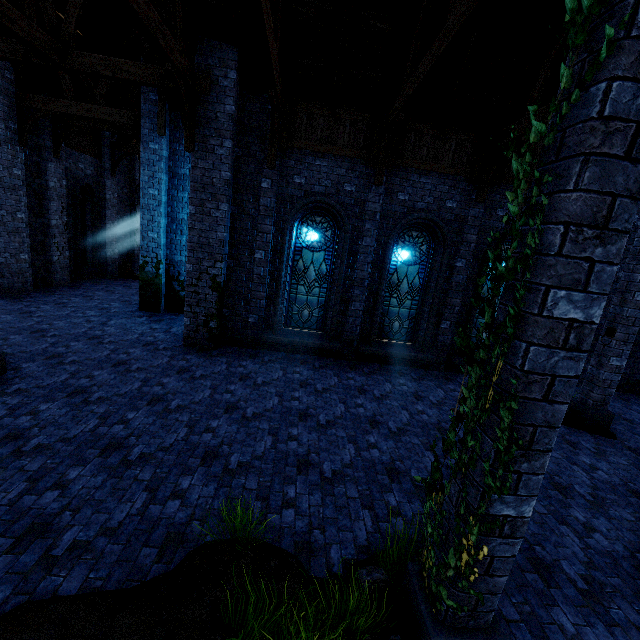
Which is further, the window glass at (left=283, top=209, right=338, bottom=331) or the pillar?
the window glass at (left=283, top=209, right=338, bottom=331)

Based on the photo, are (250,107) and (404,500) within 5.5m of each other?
no

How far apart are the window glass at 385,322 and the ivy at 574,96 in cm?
722

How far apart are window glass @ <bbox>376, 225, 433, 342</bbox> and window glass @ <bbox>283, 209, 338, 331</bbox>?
1.5 meters

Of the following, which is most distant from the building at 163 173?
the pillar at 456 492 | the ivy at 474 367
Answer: the ivy at 474 367

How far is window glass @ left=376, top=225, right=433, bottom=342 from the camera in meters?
9.9 m

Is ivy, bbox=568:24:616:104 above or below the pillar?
above

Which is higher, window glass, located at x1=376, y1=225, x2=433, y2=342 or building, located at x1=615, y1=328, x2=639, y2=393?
window glass, located at x1=376, y1=225, x2=433, y2=342
